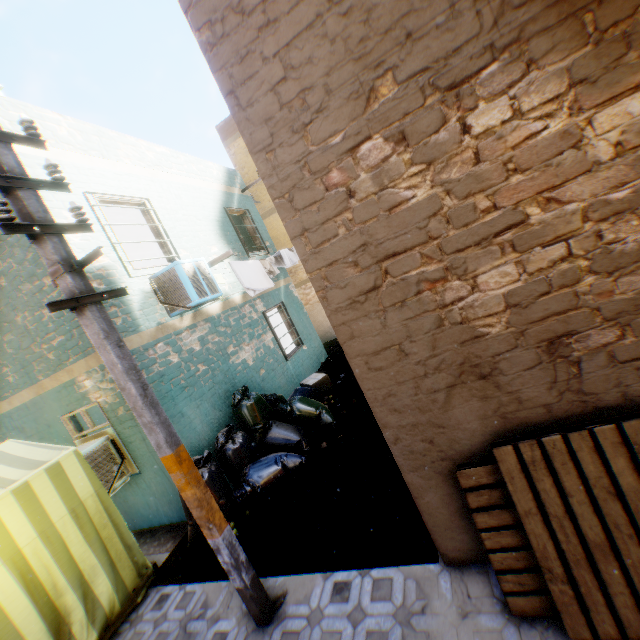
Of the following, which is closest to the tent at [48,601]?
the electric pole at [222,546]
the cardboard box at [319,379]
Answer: the electric pole at [222,546]

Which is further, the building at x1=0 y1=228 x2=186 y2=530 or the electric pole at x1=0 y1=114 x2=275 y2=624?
the building at x1=0 y1=228 x2=186 y2=530

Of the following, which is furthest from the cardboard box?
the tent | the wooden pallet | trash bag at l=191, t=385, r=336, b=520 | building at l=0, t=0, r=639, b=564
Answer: the wooden pallet

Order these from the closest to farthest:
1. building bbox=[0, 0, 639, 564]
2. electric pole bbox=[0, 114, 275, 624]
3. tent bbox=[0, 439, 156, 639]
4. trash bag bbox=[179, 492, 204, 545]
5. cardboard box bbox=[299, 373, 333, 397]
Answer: building bbox=[0, 0, 639, 564] → electric pole bbox=[0, 114, 275, 624] → tent bbox=[0, 439, 156, 639] → trash bag bbox=[179, 492, 204, 545] → cardboard box bbox=[299, 373, 333, 397]

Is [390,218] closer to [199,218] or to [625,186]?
[625,186]

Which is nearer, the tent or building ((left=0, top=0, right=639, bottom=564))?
building ((left=0, top=0, right=639, bottom=564))

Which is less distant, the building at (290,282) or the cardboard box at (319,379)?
the building at (290,282)

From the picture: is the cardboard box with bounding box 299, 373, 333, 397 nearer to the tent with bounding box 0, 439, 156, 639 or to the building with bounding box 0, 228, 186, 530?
the building with bounding box 0, 228, 186, 530
